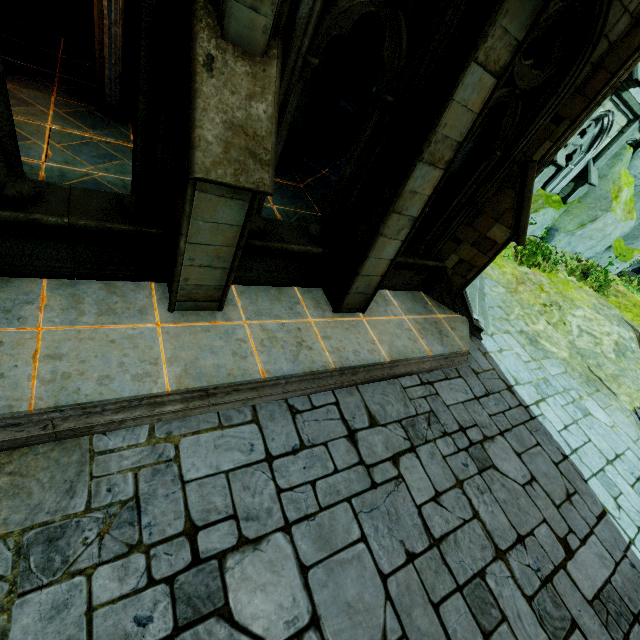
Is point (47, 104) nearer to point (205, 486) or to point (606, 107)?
point (205, 486)

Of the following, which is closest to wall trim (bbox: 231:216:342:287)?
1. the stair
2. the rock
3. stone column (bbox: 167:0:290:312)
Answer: stone column (bbox: 167:0:290:312)

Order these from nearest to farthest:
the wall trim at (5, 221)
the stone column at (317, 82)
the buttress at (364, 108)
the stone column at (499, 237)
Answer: the wall trim at (5, 221) < the stone column at (499, 237) < the stone column at (317, 82) < the buttress at (364, 108)

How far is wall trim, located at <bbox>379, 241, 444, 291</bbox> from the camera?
6.3 meters

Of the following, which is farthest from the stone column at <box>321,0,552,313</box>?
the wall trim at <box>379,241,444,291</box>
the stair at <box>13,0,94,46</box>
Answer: the stair at <box>13,0,94,46</box>

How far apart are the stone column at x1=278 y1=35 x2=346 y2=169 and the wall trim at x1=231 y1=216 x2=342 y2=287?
2.8 meters

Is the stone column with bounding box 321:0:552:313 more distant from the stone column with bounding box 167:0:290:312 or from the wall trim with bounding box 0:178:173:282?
the wall trim with bounding box 0:178:173:282

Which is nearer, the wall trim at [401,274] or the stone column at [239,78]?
the stone column at [239,78]
